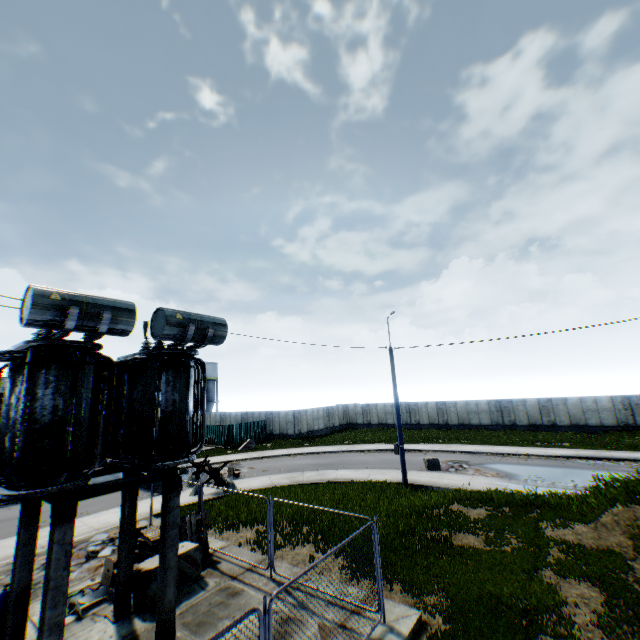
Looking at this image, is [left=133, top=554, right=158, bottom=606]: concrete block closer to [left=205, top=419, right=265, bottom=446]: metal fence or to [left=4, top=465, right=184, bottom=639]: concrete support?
[left=4, top=465, right=184, bottom=639]: concrete support

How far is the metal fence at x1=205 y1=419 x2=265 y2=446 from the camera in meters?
37.1 m

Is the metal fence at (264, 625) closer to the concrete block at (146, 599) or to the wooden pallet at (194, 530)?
the wooden pallet at (194, 530)

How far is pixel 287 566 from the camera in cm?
1014

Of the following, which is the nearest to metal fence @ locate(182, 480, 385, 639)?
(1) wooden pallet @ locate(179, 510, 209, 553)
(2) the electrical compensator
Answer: (1) wooden pallet @ locate(179, 510, 209, 553)

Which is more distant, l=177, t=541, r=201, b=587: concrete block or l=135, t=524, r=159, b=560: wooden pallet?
l=135, t=524, r=159, b=560: wooden pallet

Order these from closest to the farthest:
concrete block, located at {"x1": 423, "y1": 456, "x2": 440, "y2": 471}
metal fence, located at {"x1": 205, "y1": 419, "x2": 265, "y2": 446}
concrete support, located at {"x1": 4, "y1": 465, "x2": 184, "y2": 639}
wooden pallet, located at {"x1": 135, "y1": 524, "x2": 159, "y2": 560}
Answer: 1. concrete support, located at {"x1": 4, "y1": 465, "x2": 184, "y2": 639}
2. wooden pallet, located at {"x1": 135, "y1": 524, "x2": 159, "y2": 560}
3. concrete block, located at {"x1": 423, "y1": 456, "x2": 440, "y2": 471}
4. metal fence, located at {"x1": 205, "y1": 419, "x2": 265, "y2": 446}

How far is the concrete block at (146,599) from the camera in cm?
861
